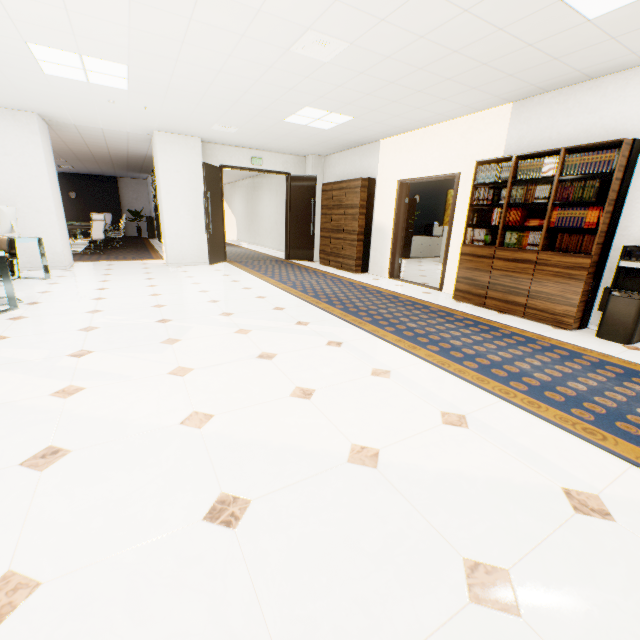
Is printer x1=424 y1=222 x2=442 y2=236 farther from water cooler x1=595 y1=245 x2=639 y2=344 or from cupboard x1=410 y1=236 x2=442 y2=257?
water cooler x1=595 y1=245 x2=639 y2=344

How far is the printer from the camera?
12.1 meters

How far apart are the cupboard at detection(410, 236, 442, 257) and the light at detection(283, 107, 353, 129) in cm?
569

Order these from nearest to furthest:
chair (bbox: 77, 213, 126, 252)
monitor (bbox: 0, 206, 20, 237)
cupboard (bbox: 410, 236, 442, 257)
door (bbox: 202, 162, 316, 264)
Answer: monitor (bbox: 0, 206, 20, 237), door (bbox: 202, 162, 316, 264), chair (bbox: 77, 213, 126, 252), cupboard (bbox: 410, 236, 442, 257)

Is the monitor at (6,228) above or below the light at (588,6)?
below

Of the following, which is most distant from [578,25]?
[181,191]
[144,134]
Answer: [144,134]

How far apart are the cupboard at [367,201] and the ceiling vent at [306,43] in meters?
3.7 m

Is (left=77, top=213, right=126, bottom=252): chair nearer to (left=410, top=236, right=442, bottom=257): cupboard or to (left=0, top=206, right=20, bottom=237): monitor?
(left=0, top=206, right=20, bottom=237): monitor
